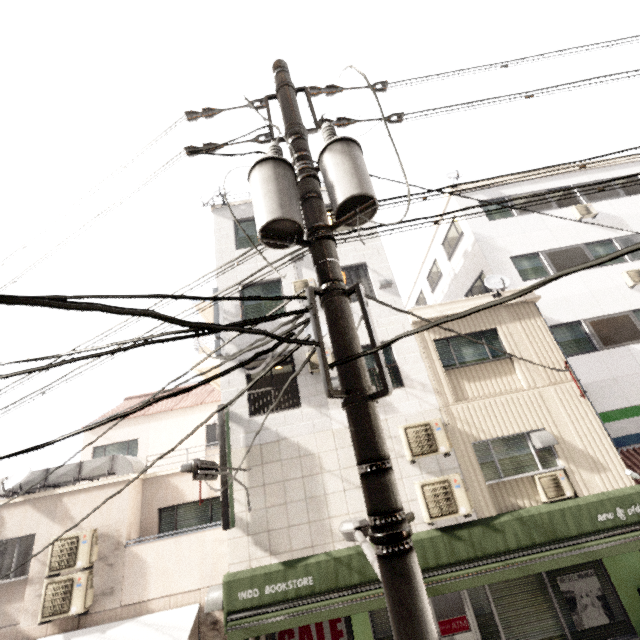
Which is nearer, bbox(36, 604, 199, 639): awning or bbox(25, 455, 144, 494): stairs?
bbox(36, 604, 199, 639): awning

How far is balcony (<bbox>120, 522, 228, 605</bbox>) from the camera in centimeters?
805cm

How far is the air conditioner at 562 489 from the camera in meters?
7.8 m

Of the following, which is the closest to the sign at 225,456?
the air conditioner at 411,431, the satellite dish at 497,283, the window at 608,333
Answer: the air conditioner at 411,431

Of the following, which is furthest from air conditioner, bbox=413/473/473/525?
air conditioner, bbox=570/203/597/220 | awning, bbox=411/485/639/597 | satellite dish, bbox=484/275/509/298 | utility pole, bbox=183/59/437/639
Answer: air conditioner, bbox=570/203/597/220

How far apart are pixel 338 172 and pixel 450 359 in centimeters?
816cm

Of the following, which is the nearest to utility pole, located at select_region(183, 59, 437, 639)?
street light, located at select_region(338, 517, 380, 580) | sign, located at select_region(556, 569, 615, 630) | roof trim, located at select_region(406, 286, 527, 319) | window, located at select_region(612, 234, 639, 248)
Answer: street light, located at select_region(338, 517, 380, 580)

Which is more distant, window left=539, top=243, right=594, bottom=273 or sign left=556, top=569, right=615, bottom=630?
window left=539, top=243, right=594, bottom=273
